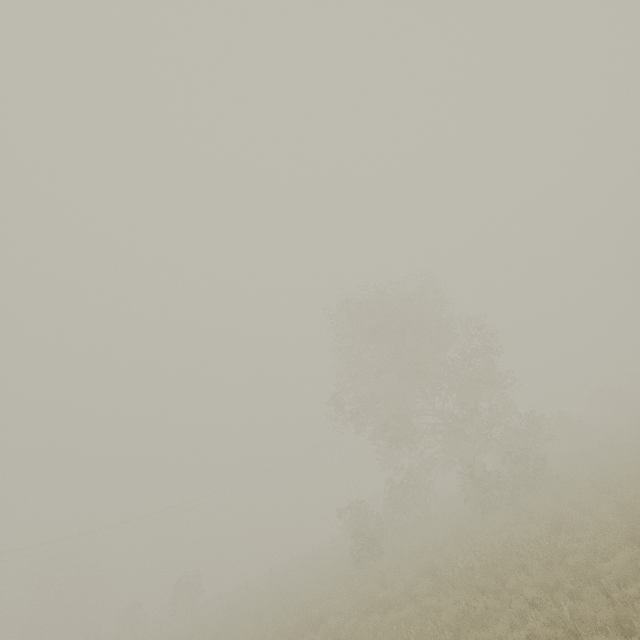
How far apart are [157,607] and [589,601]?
75.32m
